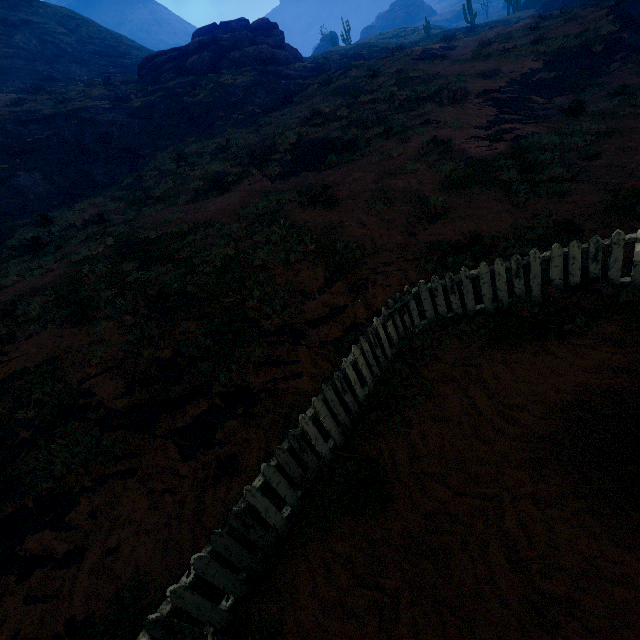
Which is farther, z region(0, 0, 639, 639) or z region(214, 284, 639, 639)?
z region(0, 0, 639, 639)

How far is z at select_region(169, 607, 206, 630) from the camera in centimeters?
356cm

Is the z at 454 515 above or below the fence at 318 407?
below

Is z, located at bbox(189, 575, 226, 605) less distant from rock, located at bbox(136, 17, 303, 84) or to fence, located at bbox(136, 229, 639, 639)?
fence, located at bbox(136, 229, 639, 639)

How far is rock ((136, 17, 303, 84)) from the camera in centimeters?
2702cm

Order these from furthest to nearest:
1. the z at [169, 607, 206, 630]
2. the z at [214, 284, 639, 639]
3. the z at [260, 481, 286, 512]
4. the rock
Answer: the rock < the z at [260, 481, 286, 512] < the z at [169, 607, 206, 630] < the z at [214, 284, 639, 639]

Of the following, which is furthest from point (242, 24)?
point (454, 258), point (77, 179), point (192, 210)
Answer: point (454, 258)

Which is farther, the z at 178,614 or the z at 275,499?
the z at 275,499
